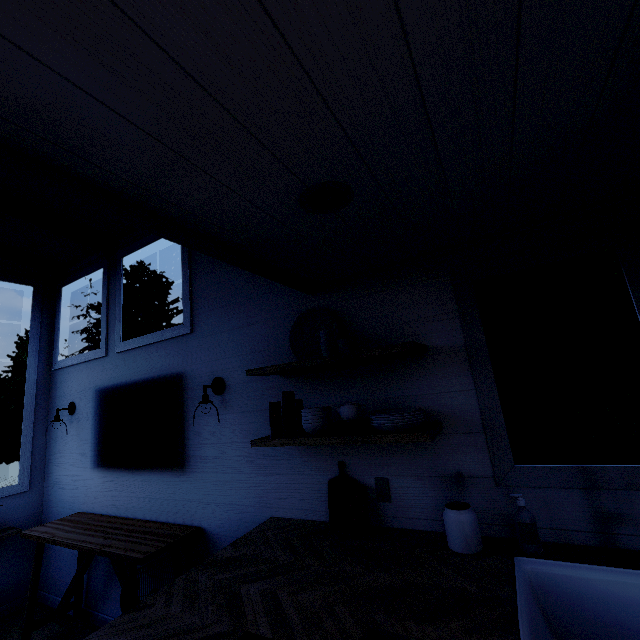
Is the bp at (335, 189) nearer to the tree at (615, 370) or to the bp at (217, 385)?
the tree at (615, 370)

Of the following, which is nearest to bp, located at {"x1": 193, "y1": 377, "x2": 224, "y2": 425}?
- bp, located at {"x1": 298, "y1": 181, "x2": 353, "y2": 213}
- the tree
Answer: the tree

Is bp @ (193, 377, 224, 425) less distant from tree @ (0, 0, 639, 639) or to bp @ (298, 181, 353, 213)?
tree @ (0, 0, 639, 639)

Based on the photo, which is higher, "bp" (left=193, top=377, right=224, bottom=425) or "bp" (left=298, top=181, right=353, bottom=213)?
"bp" (left=298, top=181, right=353, bottom=213)

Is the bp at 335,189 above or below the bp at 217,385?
above

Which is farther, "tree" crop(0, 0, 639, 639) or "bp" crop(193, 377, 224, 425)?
"bp" crop(193, 377, 224, 425)

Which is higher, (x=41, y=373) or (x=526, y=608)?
(x=41, y=373)
